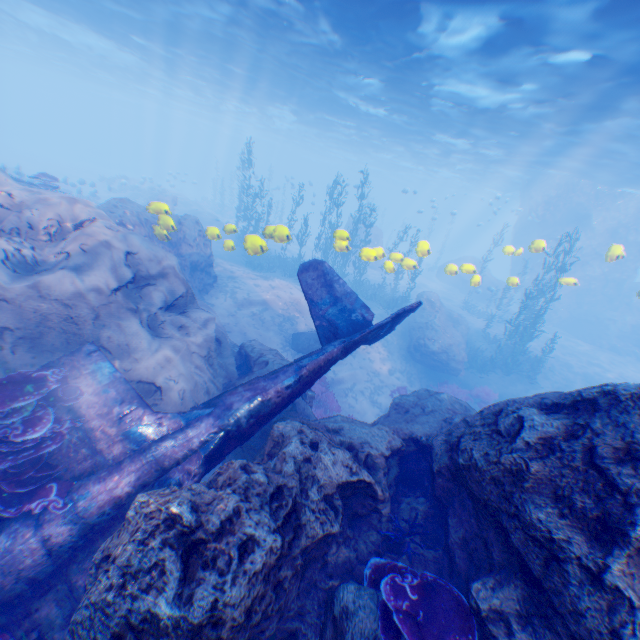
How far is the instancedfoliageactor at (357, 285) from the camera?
11.8 meters

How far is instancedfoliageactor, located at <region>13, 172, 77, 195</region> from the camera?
14.34m

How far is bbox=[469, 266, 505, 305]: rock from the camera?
26.4m

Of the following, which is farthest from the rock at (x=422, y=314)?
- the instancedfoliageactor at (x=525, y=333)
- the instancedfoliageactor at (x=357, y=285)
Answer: the instancedfoliageactor at (x=525, y=333)

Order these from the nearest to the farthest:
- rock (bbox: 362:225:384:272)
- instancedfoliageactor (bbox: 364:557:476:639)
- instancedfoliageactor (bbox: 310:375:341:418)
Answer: instancedfoliageactor (bbox: 364:557:476:639)
rock (bbox: 362:225:384:272)
instancedfoliageactor (bbox: 310:375:341:418)

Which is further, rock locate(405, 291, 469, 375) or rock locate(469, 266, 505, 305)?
rock locate(469, 266, 505, 305)

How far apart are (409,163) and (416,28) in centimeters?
3435cm
